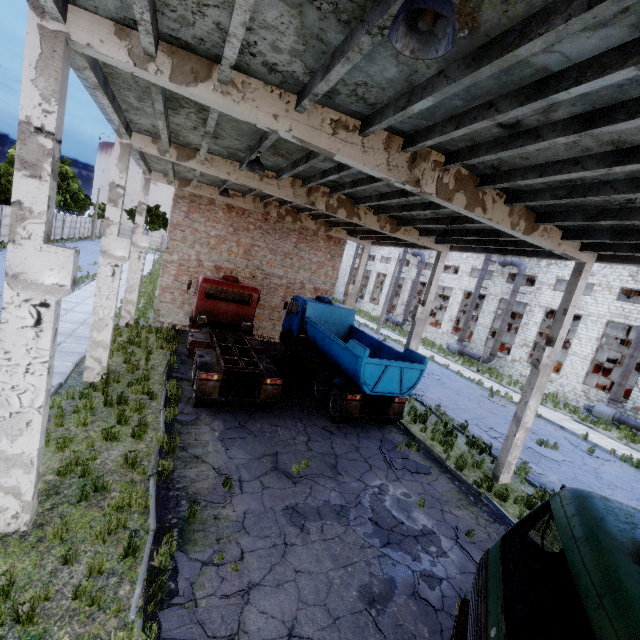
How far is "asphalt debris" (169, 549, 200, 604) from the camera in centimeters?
501cm

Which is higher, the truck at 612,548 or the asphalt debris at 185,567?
the truck at 612,548

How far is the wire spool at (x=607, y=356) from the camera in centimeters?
3238cm

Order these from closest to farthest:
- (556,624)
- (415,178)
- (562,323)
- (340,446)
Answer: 1. (556,624)
2. (415,178)
3. (562,323)
4. (340,446)

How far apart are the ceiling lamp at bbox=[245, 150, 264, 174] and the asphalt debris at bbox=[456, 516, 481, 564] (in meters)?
10.25

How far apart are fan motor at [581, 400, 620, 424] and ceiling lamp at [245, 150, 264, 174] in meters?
26.8 m

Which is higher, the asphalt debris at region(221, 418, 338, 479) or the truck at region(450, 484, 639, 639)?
the truck at region(450, 484, 639, 639)

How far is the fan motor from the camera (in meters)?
21.62
